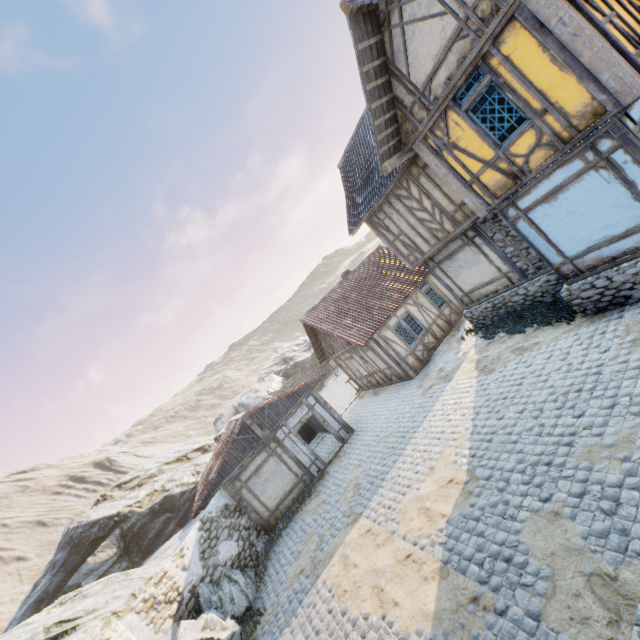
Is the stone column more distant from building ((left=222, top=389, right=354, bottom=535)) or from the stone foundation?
the stone foundation

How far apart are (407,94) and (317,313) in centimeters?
1096cm

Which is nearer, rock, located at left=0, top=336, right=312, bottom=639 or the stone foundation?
the stone foundation

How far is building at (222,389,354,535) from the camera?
13.70m

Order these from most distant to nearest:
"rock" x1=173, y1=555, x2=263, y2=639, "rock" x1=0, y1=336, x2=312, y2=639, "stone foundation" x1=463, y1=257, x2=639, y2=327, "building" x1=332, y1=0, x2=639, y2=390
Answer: "rock" x1=0, y1=336, x2=312, y2=639
"rock" x1=173, y1=555, x2=263, y2=639
"stone foundation" x1=463, y1=257, x2=639, y2=327
"building" x1=332, y1=0, x2=639, y2=390

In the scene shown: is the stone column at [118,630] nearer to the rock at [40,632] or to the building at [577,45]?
the rock at [40,632]

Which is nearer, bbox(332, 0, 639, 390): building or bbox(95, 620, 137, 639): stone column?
bbox(332, 0, 639, 390): building

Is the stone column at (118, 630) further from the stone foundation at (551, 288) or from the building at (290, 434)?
the stone foundation at (551, 288)
